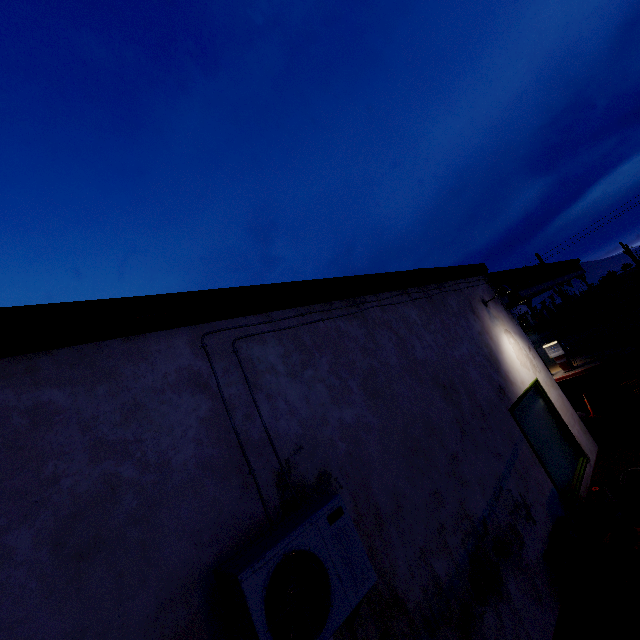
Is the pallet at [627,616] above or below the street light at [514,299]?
below

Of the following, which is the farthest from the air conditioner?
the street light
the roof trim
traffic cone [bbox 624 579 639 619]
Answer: the street light

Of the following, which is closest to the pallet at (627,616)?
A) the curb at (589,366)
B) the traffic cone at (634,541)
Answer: the traffic cone at (634,541)

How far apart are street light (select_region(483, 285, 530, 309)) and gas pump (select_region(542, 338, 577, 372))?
11.95m

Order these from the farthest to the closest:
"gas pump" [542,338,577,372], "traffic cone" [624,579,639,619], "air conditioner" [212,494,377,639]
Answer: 1. "gas pump" [542,338,577,372]
2. "traffic cone" [624,579,639,619]
3. "air conditioner" [212,494,377,639]

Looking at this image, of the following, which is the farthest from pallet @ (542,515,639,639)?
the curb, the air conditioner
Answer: the curb

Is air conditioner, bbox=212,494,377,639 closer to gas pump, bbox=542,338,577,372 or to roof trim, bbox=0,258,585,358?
roof trim, bbox=0,258,585,358

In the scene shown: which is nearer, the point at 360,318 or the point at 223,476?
the point at 223,476
